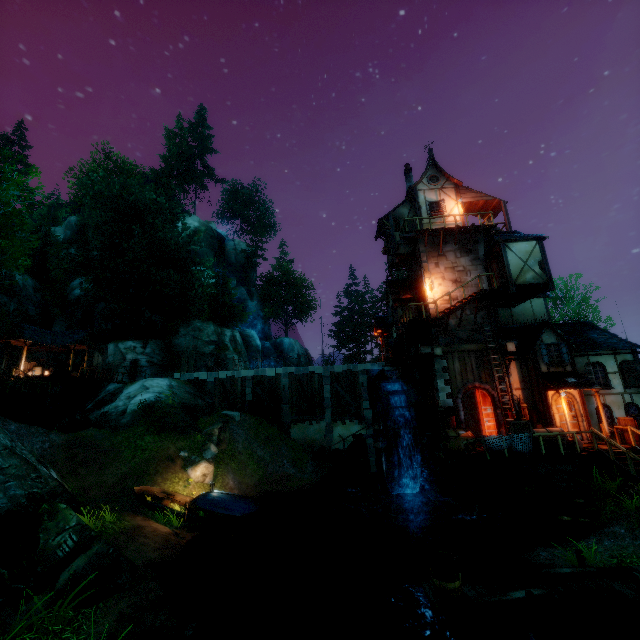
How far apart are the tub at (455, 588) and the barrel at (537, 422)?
11.32m

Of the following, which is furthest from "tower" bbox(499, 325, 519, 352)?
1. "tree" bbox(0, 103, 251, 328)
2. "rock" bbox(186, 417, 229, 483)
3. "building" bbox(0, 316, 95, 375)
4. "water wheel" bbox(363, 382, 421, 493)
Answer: "building" bbox(0, 316, 95, 375)

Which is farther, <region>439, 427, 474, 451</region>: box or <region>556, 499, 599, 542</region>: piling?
<region>439, 427, 474, 451</region>: box

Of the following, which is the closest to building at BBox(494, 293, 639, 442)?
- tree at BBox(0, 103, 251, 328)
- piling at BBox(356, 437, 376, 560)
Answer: piling at BBox(356, 437, 376, 560)

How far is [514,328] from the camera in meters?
21.7 m

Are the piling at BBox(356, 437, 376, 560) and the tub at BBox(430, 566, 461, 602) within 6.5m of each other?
no

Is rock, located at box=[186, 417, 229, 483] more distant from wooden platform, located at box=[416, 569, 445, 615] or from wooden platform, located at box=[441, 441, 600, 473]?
wooden platform, located at box=[416, 569, 445, 615]

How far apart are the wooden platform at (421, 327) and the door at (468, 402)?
3.87m
